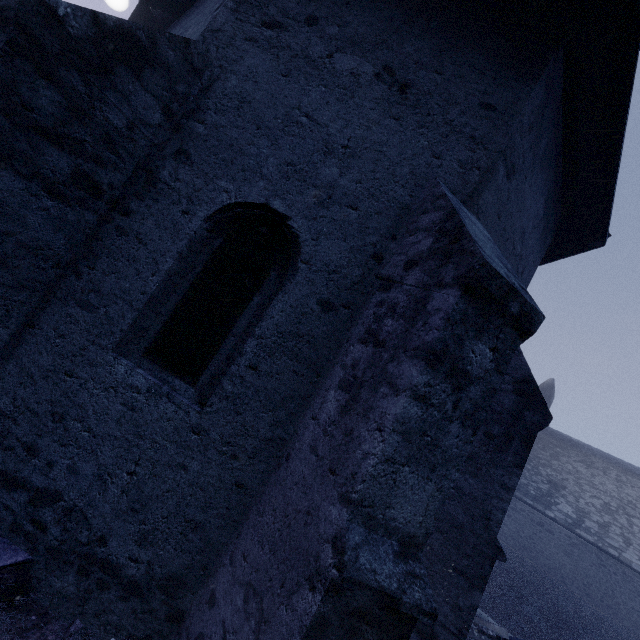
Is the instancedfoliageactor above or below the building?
below

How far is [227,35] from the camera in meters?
3.4

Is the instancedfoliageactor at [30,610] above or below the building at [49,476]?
below
